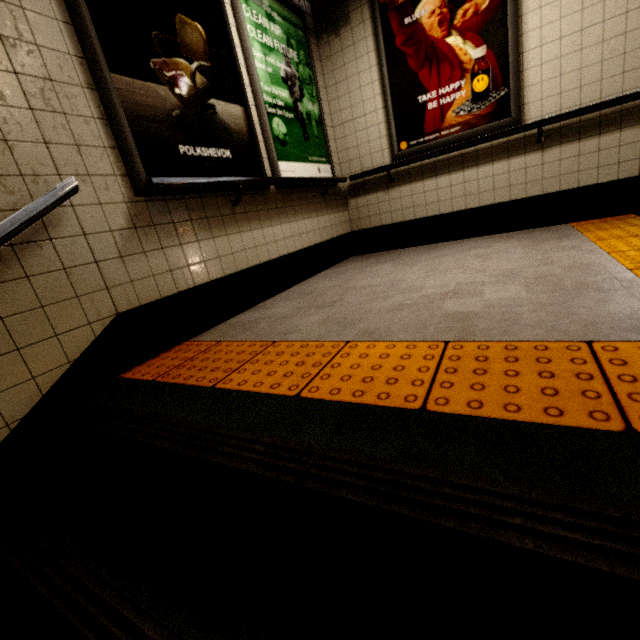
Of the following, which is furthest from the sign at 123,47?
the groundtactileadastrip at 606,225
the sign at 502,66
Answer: the sign at 502,66

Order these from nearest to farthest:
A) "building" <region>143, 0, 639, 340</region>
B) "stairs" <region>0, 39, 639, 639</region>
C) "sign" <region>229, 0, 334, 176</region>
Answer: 1. "stairs" <region>0, 39, 639, 639</region>
2. "building" <region>143, 0, 639, 340</region>
3. "sign" <region>229, 0, 334, 176</region>

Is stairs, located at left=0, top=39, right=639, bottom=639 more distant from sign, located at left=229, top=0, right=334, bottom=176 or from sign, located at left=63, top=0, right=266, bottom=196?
sign, located at left=229, top=0, right=334, bottom=176

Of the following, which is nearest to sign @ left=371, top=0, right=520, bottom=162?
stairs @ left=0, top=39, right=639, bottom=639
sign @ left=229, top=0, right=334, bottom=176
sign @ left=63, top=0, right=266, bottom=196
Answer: sign @ left=229, top=0, right=334, bottom=176

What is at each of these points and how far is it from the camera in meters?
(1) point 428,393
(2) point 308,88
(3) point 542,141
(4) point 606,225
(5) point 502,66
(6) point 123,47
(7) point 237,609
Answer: (1) groundtactileadastrip, 1.0 m
(2) sign, 3.5 m
(3) building, 3.2 m
(4) groundtactileadastrip, 2.9 m
(5) sign, 3.1 m
(6) sign, 1.8 m
(7) stairs, 0.8 m

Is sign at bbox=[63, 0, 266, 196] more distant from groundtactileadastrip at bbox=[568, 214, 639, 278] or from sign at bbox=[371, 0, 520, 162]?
sign at bbox=[371, 0, 520, 162]

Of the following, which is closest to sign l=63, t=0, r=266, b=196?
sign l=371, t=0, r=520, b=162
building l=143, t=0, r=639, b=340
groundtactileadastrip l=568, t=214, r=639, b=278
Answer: building l=143, t=0, r=639, b=340

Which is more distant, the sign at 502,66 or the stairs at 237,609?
the sign at 502,66
